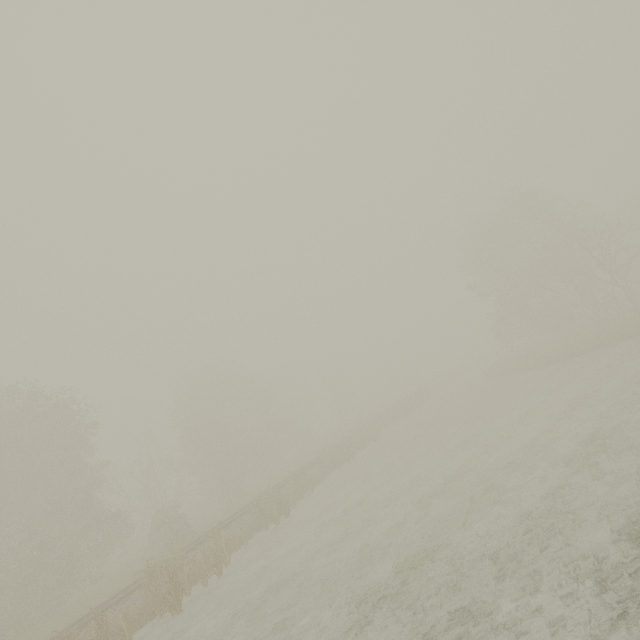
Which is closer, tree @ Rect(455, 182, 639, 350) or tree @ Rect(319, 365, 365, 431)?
tree @ Rect(455, 182, 639, 350)

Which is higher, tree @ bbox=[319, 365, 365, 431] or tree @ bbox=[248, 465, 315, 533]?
tree @ bbox=[319, 365, 365, 431]

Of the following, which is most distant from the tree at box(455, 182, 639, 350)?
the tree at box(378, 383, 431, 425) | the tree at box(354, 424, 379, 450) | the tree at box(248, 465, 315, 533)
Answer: the tree at box(248, 465, 315, 533)

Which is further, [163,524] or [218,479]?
[218,479]

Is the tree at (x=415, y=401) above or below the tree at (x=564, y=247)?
below

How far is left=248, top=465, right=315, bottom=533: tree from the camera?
17.84m

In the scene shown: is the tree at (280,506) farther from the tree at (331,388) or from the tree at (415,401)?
the tree at (331,388)

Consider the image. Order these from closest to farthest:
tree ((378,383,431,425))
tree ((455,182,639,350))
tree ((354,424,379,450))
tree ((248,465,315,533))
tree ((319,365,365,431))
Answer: tree ((248,465,315,533)) < tree ((455,182,639,350)) < tree ((354,424,379,450)) < tree ((378,383,431,425)) < tree ((319,365,365,431))
